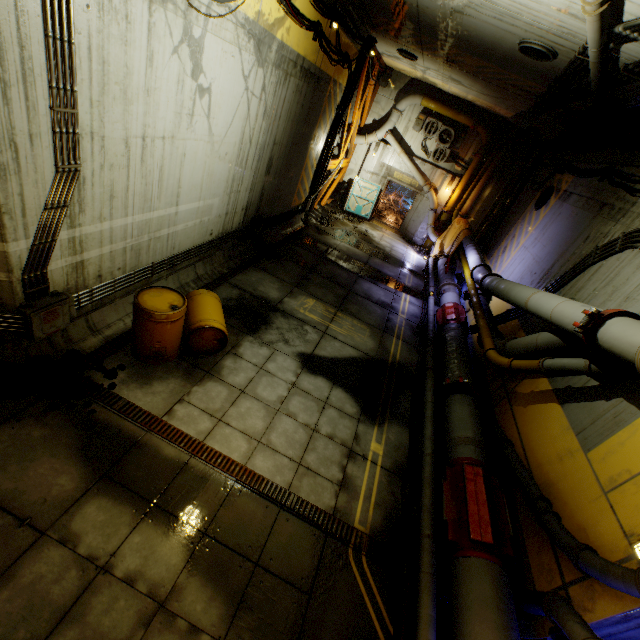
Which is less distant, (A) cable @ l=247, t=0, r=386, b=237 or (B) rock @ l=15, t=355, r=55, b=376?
(B) rock @ l=15, t=355, r=55, b=376

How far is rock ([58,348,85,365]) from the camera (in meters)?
5.08

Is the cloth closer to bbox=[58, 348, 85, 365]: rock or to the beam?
the beam

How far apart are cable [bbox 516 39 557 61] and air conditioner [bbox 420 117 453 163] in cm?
982

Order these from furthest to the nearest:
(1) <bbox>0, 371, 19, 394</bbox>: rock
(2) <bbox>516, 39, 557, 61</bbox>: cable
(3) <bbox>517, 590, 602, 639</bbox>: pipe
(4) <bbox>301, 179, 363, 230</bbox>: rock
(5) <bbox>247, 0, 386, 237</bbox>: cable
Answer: (4) <bbox>301, 179, 363, 230</bbox>: rock
(5) <bbox>247, 0, 386, 237</bbox>: cable
(2) <bbox>516, 39, 557, 61</bbox>: cable
(1) <bbox>0, 371, 19, 394</bbox>: rock
(3) <bbox>517, 590, 602, 639</bbox>: pipe

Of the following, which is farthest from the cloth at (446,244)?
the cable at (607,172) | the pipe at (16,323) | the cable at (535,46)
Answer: the pipe at (16,323)

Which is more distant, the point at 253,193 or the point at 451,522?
the point at 253,193

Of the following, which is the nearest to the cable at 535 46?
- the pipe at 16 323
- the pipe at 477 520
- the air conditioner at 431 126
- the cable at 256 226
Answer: the pipe at 477 520
